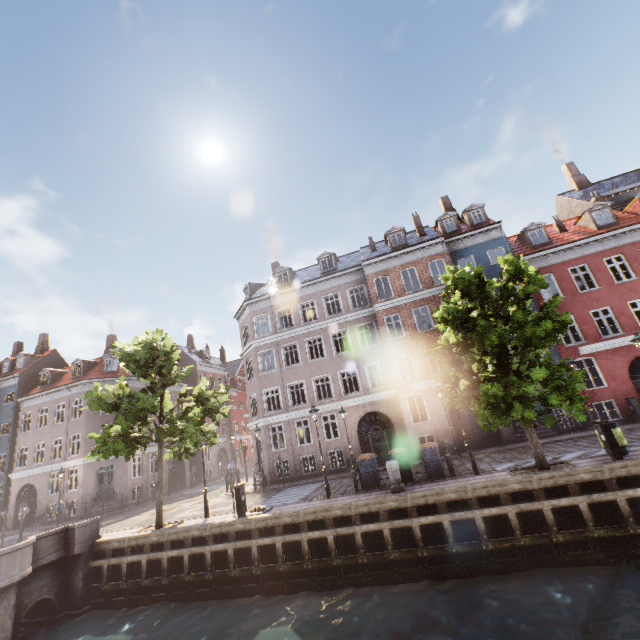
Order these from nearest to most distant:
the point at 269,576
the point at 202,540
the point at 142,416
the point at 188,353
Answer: the point at 269,576 → the point at 202,540 → the point at 142,416 → the point at 188,353

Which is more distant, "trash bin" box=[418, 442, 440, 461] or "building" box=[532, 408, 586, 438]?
"building" box=[532, 408, 586, 438]

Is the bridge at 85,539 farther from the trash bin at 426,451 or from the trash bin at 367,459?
the trash bin at 426,451

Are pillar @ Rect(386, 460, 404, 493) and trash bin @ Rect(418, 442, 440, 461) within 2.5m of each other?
yes

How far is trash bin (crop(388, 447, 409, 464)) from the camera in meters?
13.7 m

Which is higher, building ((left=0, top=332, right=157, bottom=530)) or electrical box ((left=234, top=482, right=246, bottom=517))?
building ((left=0, top=332, right=157, bottom=530))

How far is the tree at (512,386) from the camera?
10.51m

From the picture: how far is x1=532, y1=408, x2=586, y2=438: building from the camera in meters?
18.2 m
